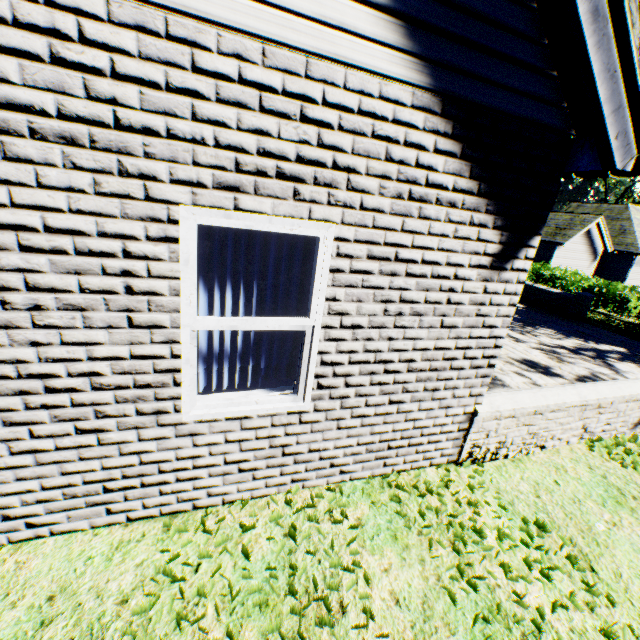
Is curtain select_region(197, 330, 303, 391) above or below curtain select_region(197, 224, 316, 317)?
below

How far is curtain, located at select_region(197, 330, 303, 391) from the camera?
2.7m

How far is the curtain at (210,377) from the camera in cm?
272

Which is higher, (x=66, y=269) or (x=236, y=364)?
(x=66, y=269)
